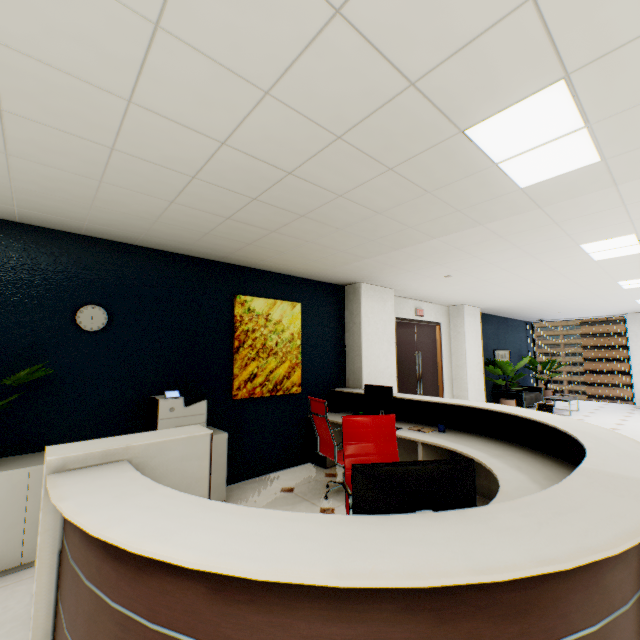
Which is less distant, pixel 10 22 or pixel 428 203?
pixel 10 22

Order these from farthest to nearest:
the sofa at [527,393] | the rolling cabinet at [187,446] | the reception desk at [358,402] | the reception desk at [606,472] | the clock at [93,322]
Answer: the sofa at [527,393]
the reception desk at [358,402]
the clock at [93,322]
the rolling cabinet at [187,446]
the reception desk at [606,472]

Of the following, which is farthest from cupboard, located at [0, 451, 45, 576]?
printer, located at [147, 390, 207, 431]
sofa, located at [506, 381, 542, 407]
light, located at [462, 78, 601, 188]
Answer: sofa, located at [506, 381, 542, 407]

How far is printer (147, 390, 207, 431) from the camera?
3.4m

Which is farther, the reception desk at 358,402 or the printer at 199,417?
the reception desk at 358,402

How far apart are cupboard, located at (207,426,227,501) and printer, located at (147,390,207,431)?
0.05m

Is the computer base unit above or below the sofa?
above

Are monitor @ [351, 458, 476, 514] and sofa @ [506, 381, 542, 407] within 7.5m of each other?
no
